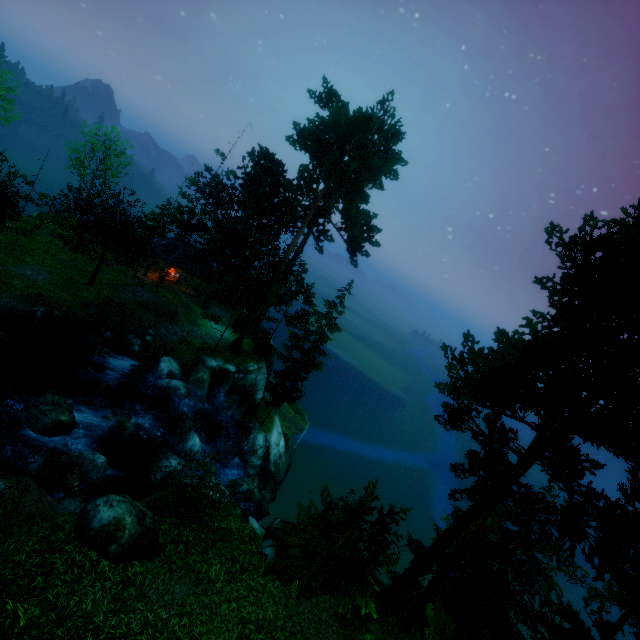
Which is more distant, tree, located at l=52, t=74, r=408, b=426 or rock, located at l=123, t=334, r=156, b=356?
tree, located at l=52, t=74, r=408, b=426

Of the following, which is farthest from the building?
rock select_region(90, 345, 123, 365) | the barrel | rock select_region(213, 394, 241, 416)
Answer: the barrel

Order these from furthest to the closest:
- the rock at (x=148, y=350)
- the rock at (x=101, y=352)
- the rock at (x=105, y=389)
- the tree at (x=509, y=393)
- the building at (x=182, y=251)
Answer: the building at (x=182, y=251)
the rock at (x=148, y=350)
the rock at (x=101, y=352)
the rock at (x=105, y=389)
the tree at (x=509, y=393)

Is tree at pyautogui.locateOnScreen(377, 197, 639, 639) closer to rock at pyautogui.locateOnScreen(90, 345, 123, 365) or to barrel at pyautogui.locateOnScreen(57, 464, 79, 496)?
rock at pyautogui.locateOnScreen(90, 345, 123, 365)

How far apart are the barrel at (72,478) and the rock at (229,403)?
11.8m

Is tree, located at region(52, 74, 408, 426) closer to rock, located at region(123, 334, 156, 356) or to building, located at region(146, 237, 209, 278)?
building, located at region(146, 237, 209, 278)

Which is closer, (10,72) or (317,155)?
(317,155)

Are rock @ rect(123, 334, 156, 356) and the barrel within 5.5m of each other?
no
